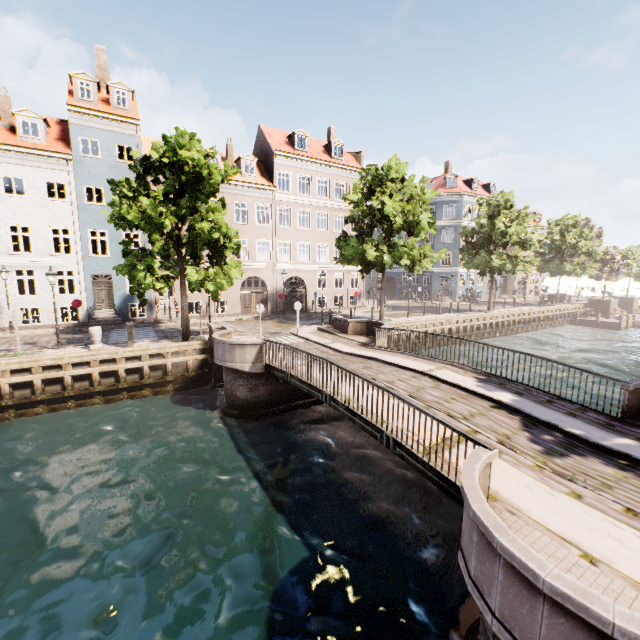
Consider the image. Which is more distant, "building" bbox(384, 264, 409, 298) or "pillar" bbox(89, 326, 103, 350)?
"building" bbox(384, 264, 409, 298)

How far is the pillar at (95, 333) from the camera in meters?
15.0

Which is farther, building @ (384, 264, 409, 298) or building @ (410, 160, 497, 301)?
building @ (384, 264, 409, 298)

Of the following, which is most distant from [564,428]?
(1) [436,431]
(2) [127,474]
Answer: (2) [127,474]

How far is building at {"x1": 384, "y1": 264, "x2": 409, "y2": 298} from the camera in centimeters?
4728cm

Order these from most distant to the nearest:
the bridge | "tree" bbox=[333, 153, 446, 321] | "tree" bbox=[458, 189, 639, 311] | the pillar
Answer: "tree" bbox=[458, 189, 639, 311] < "tree" bbox=[333, 153, 446, 321] < the pillar < the bridge

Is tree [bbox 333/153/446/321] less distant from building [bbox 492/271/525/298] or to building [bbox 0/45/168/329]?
building [bbox 0/45/168/329]

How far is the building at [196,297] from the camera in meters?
25.5
